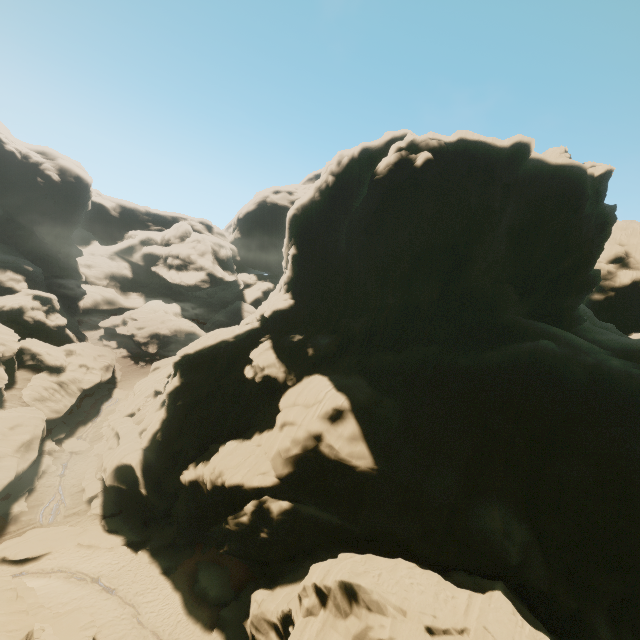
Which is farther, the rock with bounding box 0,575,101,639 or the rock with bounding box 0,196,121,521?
the rock with bounding box 0,196,121,521

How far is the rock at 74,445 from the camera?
38.2m

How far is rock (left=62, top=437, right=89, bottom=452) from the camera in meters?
38.2 m

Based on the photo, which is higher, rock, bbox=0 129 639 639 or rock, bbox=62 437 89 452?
rock, bbox=0 129 639 639

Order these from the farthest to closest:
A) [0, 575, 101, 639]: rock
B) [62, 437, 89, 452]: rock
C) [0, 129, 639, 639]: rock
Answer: [62, 437, 89, 452]: rock → [0, 129, 639, 639]: rock → [0, 575, 101, 639]: rock

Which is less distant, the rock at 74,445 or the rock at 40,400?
the rock at 40,400

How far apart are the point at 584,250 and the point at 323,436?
33.09m
